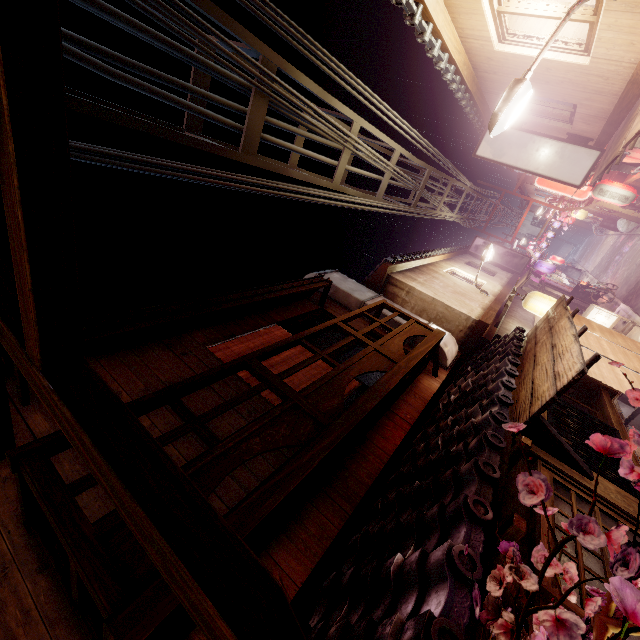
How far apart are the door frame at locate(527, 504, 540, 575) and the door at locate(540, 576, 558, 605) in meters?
0.0

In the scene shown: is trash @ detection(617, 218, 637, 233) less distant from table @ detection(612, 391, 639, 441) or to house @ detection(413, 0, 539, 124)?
house @ detection(413, 0, 539, 124)

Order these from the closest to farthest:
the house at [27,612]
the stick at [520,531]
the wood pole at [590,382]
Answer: the house at [27,612] → the stick at [520,531] → the wood pole at [590,382]

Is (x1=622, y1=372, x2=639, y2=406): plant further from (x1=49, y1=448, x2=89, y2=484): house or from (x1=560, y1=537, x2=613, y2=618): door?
(x1=49, y1=448, x2=89, y2=484): house

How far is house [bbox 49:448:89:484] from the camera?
5.8m

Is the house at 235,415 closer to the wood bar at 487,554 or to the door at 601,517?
the wood bar at 487,554

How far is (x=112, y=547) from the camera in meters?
3.8

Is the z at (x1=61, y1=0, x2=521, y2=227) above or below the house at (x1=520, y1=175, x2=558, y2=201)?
above
